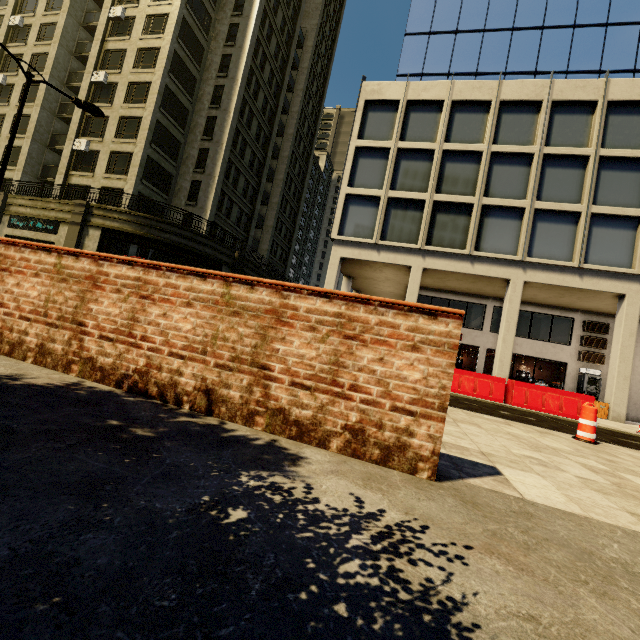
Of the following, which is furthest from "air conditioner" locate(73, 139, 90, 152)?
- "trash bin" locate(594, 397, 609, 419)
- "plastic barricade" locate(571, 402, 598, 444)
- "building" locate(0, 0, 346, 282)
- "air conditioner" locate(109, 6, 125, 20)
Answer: "trash bin" locate(594, 397, 609, 419)

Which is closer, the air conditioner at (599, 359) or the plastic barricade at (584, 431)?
the plastic barricade at (584, 431)

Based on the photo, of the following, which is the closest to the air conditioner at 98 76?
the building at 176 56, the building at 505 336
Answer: the building at 176 56

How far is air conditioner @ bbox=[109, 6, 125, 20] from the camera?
26.8m

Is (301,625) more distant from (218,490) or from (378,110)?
(378,110)

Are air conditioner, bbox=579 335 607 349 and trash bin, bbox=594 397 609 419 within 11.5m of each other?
yes

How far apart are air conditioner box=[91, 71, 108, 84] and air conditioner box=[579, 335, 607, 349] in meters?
40.0 m

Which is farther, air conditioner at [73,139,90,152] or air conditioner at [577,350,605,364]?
air conditioner at [73,139,90,152]
